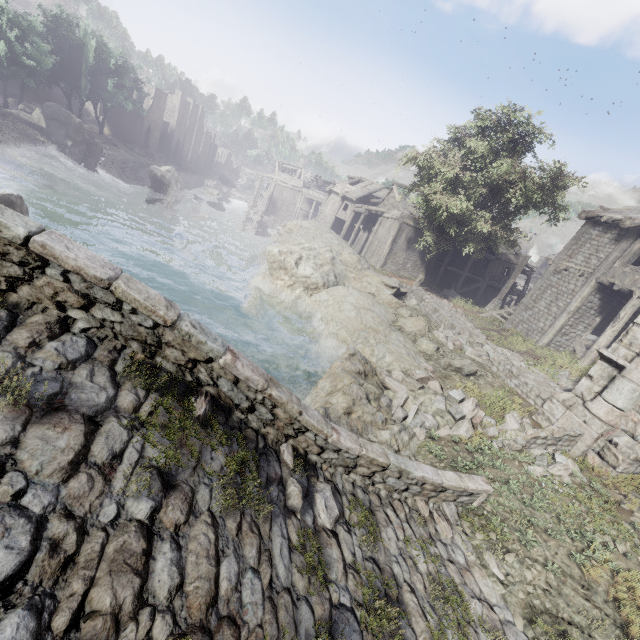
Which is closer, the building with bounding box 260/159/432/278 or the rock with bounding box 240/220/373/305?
A: the rock with bounding box 240/220/373/305

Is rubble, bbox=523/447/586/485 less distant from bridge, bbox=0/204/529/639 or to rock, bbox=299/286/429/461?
rock, bbox=299/286/429/461

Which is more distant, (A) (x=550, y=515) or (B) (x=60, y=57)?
(B) (x=60, y=57)

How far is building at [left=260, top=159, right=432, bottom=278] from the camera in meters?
31.1 m

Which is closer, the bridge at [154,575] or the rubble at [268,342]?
the bridge at [154,575]

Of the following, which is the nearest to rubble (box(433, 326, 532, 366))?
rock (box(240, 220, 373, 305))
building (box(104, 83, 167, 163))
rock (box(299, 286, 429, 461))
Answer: rock (box(299, 286, 429, 461))

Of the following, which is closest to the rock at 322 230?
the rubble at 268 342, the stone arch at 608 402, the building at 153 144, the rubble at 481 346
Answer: the rubble at 268 342

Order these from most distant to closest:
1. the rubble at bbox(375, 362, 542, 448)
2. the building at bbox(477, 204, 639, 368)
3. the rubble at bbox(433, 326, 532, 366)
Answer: the building at bbox(477, 204, 639, 368) → the rubble at bbox(433, 326, 532, 366) → the rubble at bbox(375, 362, 542, 448)
